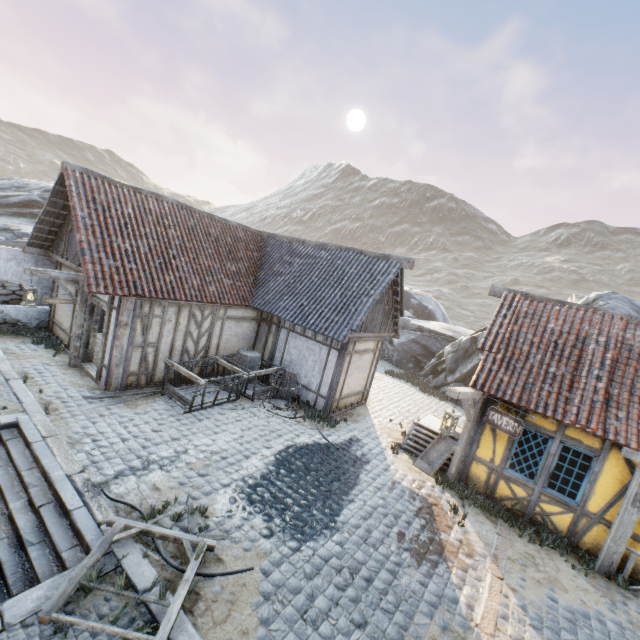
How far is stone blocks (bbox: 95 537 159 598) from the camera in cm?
444

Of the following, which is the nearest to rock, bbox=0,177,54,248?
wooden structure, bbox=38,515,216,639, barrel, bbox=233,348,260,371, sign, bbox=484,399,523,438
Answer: sign, bbox=484,399,523,438

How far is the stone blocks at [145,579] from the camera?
4.4 meters

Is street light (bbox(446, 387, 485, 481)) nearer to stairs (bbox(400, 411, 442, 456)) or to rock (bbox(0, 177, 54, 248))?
stairs (bbox(400, 411, 442, 456))

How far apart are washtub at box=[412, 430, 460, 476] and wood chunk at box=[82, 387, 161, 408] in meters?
7.6 m

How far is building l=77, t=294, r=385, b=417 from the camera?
9.2 meters

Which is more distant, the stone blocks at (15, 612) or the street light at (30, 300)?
the street light at (30, 300)

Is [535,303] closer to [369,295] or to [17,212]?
[369,295]
